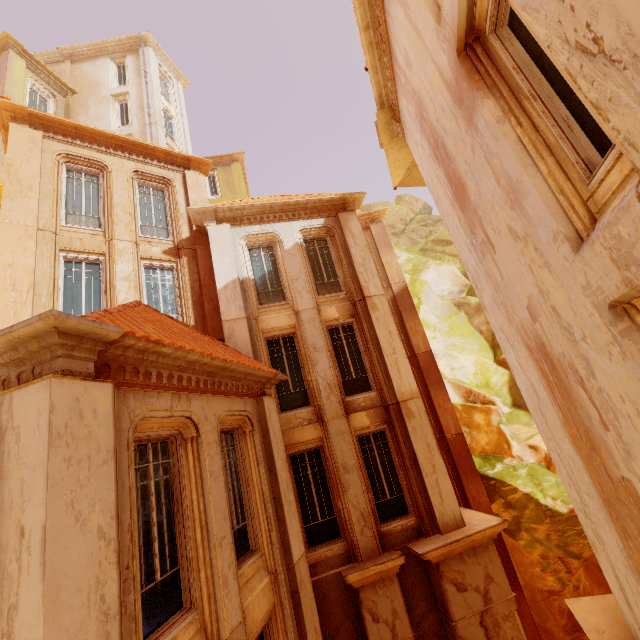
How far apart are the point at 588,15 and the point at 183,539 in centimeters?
768cm

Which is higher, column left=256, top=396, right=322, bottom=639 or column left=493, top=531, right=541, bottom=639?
→ column left=256, top=396, right=322, bottom=639

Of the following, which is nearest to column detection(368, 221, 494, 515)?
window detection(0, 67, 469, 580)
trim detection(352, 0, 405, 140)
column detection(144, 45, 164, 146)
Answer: window detection(0, 67, 469, 580)

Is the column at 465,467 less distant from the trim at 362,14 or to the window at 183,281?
the window at 183,281

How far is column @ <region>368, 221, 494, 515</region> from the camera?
13.41m

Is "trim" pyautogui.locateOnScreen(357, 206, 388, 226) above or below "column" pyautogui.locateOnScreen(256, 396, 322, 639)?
above

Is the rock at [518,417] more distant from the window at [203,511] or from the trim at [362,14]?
the trim at [362,14]

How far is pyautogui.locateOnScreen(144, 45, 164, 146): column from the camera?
19.9 meters
